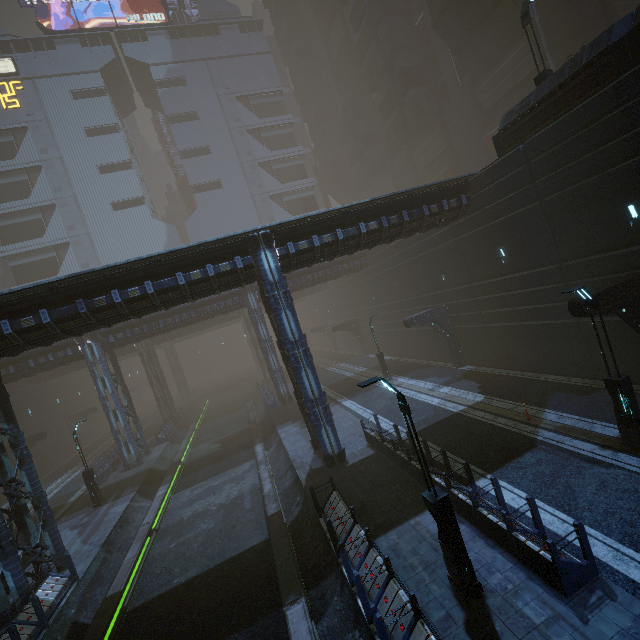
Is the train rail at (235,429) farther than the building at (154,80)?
No

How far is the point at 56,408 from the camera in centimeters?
4181cm

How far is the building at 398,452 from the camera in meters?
12.4

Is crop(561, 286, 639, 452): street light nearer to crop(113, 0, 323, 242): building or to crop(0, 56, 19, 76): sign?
crop(113, 0, 323, 242): building

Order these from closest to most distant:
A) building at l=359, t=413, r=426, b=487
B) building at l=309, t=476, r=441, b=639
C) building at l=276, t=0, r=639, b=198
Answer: building at l=309, t=476, r=441, b=639
building at l=359, t=413, r=426, b=487
building at l=276, t=0, r=639, b=198

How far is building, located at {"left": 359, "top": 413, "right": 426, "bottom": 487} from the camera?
12.43m

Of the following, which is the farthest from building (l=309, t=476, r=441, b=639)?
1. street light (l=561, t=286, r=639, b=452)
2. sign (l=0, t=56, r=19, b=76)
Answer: street light (l=561, t=286, r=639, b=452)

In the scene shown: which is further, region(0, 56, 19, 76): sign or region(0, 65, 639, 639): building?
region(0, 56, 19, 76): sign
